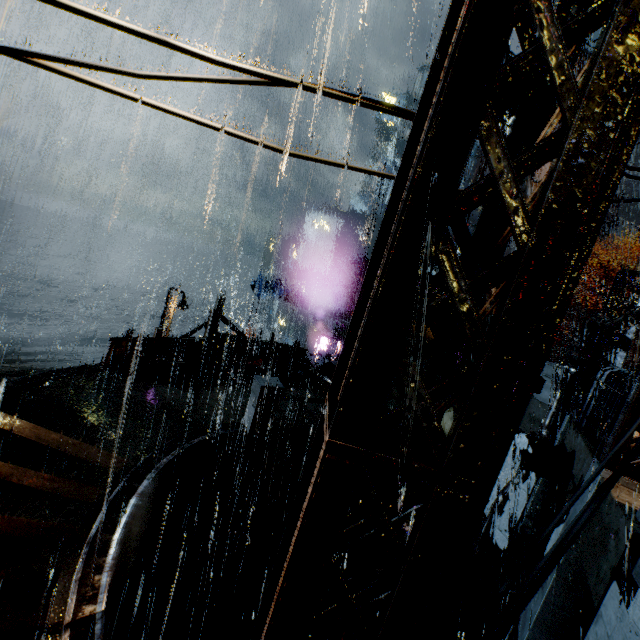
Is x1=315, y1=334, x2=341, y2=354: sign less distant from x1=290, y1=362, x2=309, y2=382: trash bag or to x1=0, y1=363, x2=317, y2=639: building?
x1=0, y1=363, x2=317, y2=639: building

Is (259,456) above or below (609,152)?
below

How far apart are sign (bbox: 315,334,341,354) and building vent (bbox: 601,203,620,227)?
35.7m

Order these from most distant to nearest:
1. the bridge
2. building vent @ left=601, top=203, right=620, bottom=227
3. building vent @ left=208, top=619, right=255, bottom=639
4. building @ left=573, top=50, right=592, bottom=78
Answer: building vent @ left=601, top=203, right=620, bottom=227, building @ left=573, top=50, right=592, bottom=78, building vent @ left=208, top=619, right=255, bottom=639, the bridge

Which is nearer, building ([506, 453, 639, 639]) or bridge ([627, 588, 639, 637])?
bridge ([627, 588, 639, 637])

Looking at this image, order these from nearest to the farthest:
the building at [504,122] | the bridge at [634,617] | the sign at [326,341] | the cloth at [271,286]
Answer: the bridge at [634,617] < the cloth at [271,286] < the sign at [326,341] < the building at [504,122]

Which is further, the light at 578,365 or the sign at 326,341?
the sign at 326,341

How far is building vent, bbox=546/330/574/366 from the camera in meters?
35.2
